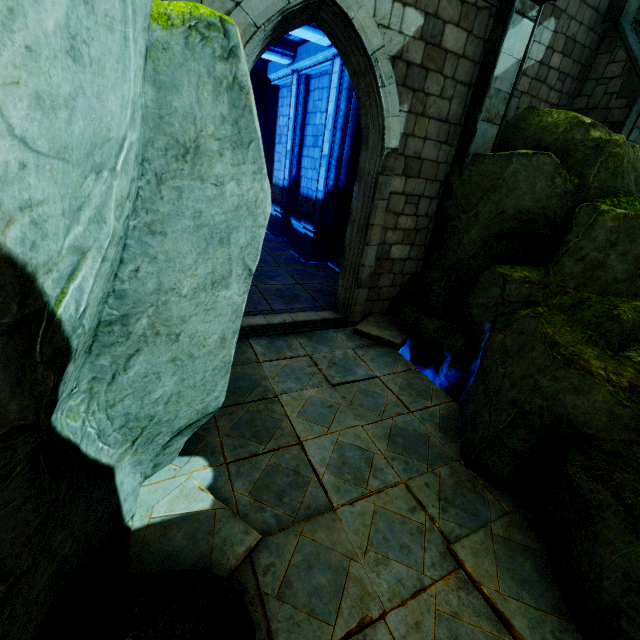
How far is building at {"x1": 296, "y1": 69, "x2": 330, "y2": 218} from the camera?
10.23m

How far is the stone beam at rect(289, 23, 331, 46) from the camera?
7.8 meters

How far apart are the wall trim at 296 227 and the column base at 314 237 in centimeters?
2cm

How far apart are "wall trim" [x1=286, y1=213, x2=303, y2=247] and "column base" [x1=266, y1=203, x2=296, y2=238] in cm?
3

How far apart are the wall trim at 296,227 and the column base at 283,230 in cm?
3

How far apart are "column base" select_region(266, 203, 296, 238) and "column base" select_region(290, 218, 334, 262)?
1.7m

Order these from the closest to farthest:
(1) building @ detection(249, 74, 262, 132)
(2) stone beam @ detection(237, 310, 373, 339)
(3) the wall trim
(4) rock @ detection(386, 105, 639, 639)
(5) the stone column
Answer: (4) rock @ detection(386, 105, 639, 639) < (2) stone beam @ detection(237, 310, 373, 339) < (5) the stone column < (3) the wall trim < (1) building @ detection(249, 74, 262, 132)

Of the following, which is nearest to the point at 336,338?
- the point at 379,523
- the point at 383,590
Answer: the point at 379,523
